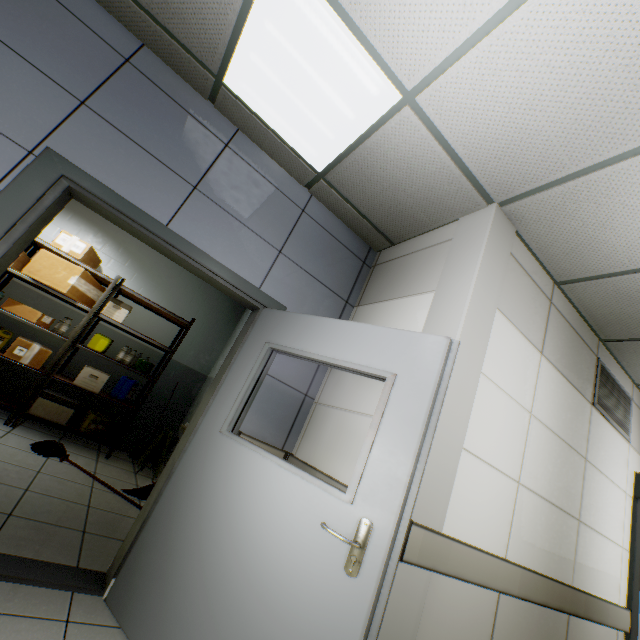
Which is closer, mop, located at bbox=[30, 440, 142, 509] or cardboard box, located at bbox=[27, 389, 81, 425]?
mop, located at bbox=[30, 440, 142, 509]

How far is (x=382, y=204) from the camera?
2.8m

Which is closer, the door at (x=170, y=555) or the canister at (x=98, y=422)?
the door at (x=170, y=555)

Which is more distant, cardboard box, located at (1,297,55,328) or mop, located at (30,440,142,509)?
cardboard box, located at (1,297,55,328)

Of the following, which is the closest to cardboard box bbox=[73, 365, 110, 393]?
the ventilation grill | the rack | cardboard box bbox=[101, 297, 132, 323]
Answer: the rack

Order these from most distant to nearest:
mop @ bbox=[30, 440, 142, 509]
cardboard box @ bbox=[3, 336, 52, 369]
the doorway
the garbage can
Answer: the garbage can < cardboard box @ bbox=[3, 336, 52, 369] < mop @ bbox=[30, 440, 142, 509] < the doorway

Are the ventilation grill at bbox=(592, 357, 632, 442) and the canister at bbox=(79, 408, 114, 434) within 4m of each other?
no

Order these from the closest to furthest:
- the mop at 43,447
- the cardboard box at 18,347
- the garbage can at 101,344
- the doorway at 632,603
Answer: the doorway at 632,603 → the mop at 43,447 → the cardboard box at 18,347 → the garbage can at 101,344
